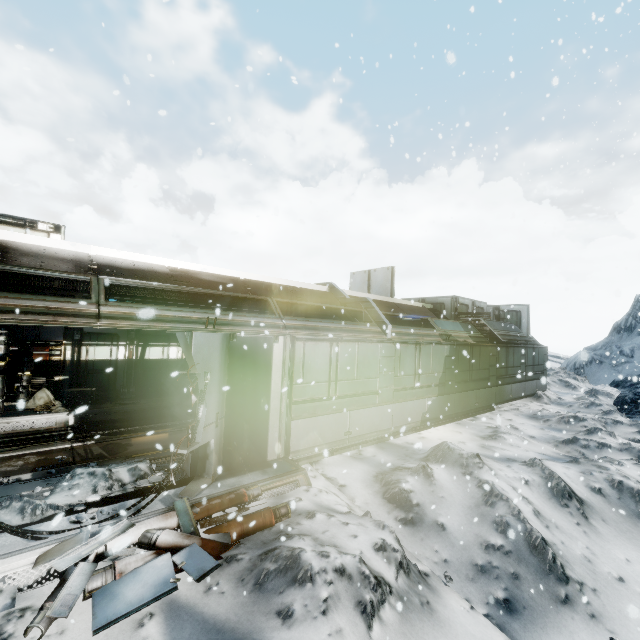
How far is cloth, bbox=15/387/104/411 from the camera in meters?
9.8

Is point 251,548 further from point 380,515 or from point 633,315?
point 633,315

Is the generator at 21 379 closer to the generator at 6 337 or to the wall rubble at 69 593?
the generator at 6 337

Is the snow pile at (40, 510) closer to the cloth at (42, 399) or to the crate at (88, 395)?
the cloth at (42, 399)

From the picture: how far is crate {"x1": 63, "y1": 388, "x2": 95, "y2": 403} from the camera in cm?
1039

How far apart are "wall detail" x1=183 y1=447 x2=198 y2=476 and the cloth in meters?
6.2

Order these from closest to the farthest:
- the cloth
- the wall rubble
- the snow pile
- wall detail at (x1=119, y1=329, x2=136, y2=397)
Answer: the wall rubble
the snow pile
the cloth
wall detail at (x1=119, y1=329, x2=136, y2=397)

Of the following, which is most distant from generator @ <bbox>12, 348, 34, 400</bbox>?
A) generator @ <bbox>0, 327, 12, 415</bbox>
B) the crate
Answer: the crate
